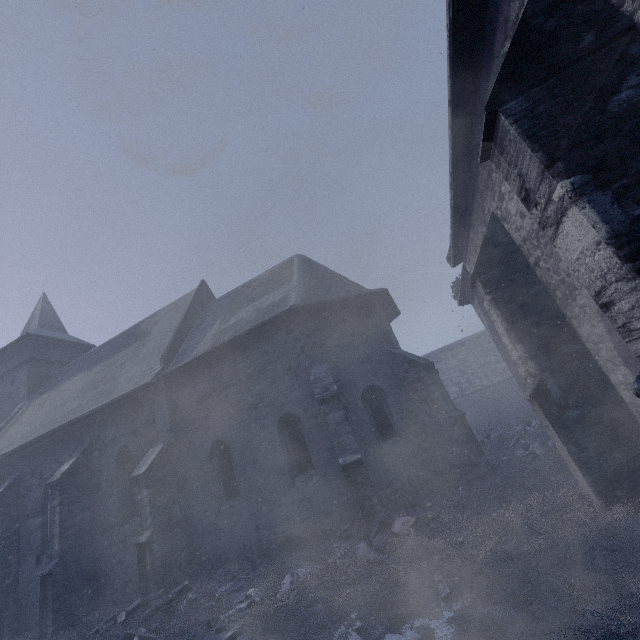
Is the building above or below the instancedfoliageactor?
above

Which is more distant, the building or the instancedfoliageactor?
the instancedfoliageactor

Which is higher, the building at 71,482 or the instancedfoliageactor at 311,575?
the building at 71,482

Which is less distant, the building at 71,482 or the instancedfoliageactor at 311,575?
the building at 71,482

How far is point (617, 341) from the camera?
4.73m
